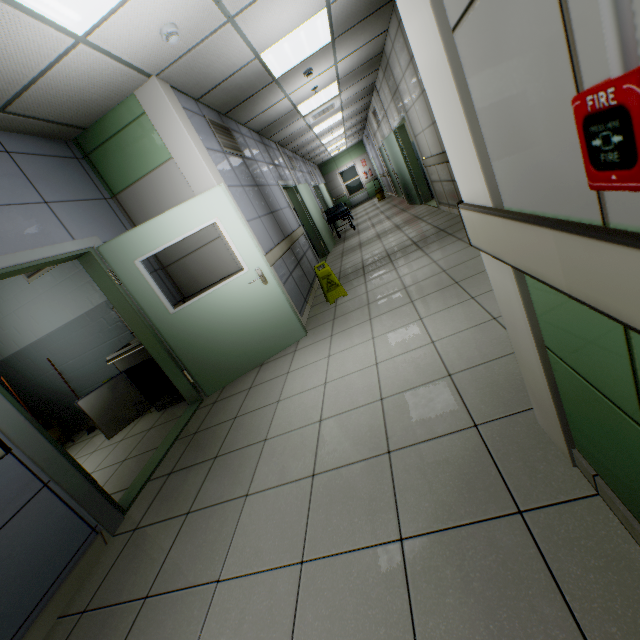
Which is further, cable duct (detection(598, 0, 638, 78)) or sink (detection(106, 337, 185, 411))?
sink (detection(106, 337, 185, 411))

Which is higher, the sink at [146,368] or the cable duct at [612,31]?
the cable duct at [612,31]

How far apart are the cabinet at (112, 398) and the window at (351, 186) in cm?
1898

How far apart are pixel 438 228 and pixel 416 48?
5.2 meters

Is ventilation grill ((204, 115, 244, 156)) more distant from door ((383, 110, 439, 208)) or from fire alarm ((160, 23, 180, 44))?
door ((383, 110, 439, 208))

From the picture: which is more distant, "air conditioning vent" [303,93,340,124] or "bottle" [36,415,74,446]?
"air conditioning vent" [303,93,340,124]

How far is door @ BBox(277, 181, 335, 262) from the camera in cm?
752

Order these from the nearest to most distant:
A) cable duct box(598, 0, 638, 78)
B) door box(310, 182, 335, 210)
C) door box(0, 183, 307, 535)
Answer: cable duct box(598, 0, 638, 78)
door box(0, 183, 307, 535)
door box(310, 182, 335, 210)
